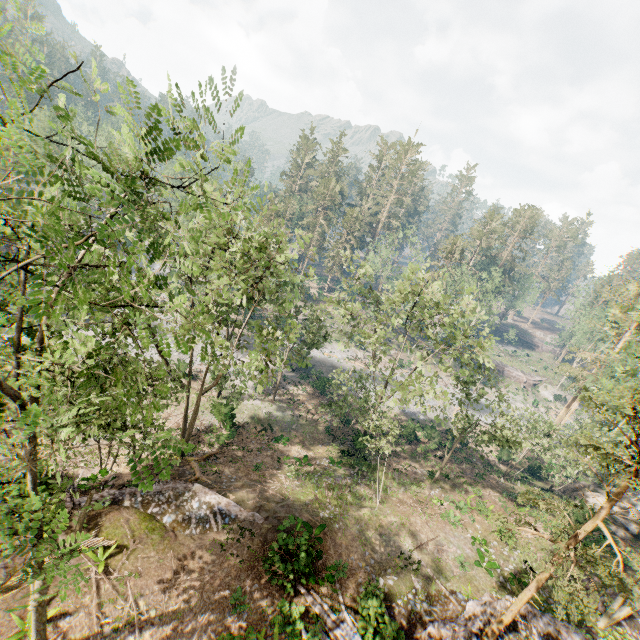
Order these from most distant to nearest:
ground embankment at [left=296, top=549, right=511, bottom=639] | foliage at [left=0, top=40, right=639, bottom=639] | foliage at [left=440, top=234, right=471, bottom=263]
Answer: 1. foliage at [left=440, top=234, right=471, bottom=263]
2. ground embankment at [left=296, top=549, right=511, bottom=639]
3. foliage at [left=0, top=40, right=639, bottom=639]

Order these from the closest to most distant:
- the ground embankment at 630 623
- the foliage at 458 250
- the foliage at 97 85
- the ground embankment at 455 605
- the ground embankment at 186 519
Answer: the foliage at 97 85
the ground embankment at 455 605
the ground embankment at 186 519
the ground embankment at 630 623
the foliage at 458 250

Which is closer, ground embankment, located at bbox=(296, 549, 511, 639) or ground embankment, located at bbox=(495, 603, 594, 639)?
ground embankment, located at bbox=(296, 549, 511, 639)

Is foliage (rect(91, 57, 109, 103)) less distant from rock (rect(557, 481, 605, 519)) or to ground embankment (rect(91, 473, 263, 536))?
ground embankment (rect(91, 473, 263, 536))

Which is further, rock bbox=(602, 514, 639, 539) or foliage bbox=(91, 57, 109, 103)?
rock bbox=(602, 514, 639, 539)

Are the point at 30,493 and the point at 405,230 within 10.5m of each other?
no

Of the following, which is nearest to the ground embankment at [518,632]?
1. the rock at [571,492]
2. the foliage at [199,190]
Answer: the foliage at [199,190]

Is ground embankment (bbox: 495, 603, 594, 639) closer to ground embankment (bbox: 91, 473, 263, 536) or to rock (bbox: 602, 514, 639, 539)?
ground embankment (bbox: 91, 473, 263, 536)
